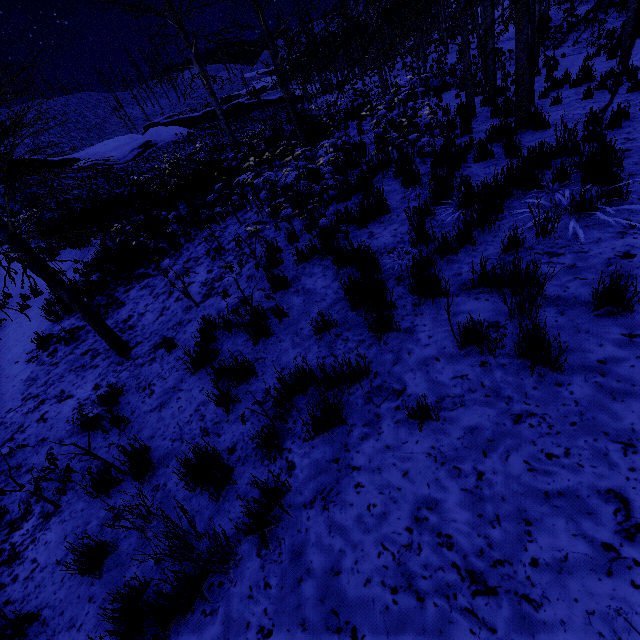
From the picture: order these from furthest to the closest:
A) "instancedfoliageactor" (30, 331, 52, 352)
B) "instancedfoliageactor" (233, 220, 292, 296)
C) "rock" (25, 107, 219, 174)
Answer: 1. "rock" (25, 107, 219, 174)
2. "instancedfoliageactor" (30, 331, 52, 352)
3. "instancedfoliageactor" (233, 220, 292, 296)

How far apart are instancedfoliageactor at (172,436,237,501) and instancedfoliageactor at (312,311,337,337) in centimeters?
170cm

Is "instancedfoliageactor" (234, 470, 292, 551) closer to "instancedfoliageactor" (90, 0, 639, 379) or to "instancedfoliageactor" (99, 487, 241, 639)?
"instancedfoliageactor" (99, 487, 241, 639)

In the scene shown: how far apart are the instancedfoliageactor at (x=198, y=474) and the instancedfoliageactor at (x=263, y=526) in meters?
0.6 m

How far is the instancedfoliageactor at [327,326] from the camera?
3.8 meters

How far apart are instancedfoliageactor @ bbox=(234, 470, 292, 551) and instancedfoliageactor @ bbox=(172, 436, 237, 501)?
0.59m

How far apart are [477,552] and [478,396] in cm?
106
